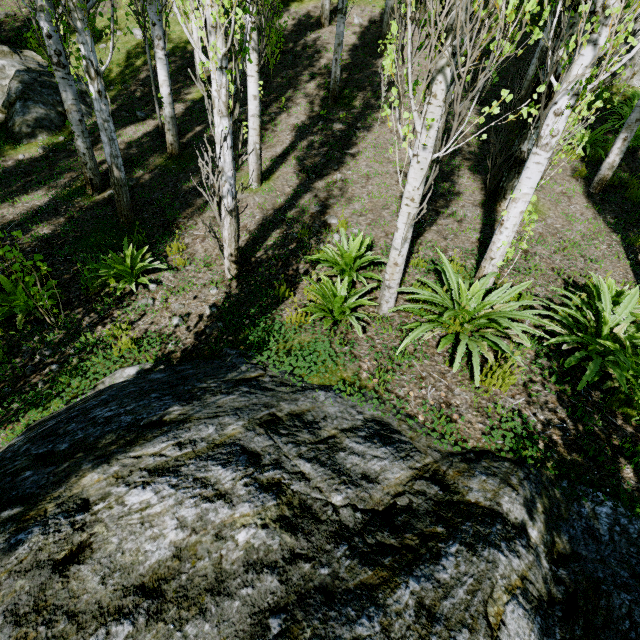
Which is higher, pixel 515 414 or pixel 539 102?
pixel 539 102

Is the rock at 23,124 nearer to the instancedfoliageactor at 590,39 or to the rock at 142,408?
the instancedfoliageactor at 590,39

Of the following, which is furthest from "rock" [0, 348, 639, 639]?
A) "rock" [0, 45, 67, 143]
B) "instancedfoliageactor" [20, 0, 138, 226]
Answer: "rock" [0, 45, 67, 143]

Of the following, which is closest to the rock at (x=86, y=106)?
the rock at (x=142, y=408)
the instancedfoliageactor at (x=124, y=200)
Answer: the instancedfoliageactor at (x=124, y=200)

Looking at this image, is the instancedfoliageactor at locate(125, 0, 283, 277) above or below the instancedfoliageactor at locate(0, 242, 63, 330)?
above

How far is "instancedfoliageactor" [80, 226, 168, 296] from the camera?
4.81m

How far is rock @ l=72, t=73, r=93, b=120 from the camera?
8.88m
